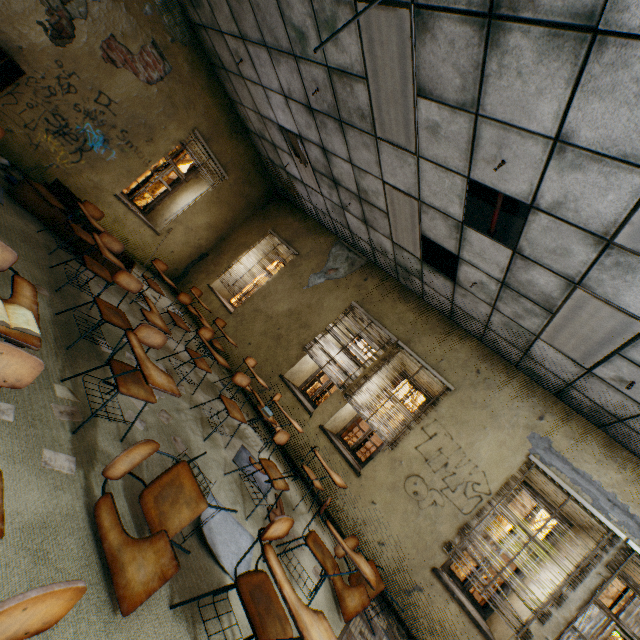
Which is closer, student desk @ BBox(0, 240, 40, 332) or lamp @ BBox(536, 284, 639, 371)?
student desk @ BBox(0, 240, 40, 332)

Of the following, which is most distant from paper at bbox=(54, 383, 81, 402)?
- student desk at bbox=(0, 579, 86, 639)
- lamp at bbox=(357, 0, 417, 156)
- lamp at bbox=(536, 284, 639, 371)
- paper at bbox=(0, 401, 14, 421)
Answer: lamp at bbox=(536, 284, 639, 371)

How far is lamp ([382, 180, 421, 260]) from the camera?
4.4m

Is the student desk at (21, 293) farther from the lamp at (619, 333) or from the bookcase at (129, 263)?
the lamp at (619, 333)

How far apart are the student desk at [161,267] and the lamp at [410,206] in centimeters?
365cm

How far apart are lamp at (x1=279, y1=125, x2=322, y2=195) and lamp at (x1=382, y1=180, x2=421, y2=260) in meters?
2.0

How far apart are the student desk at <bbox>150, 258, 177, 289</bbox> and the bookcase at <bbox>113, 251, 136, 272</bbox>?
0.2 meters

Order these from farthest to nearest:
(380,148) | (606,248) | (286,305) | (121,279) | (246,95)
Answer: (286,305)
(246,95)
(380,148)
(121,279)
(606,248)
